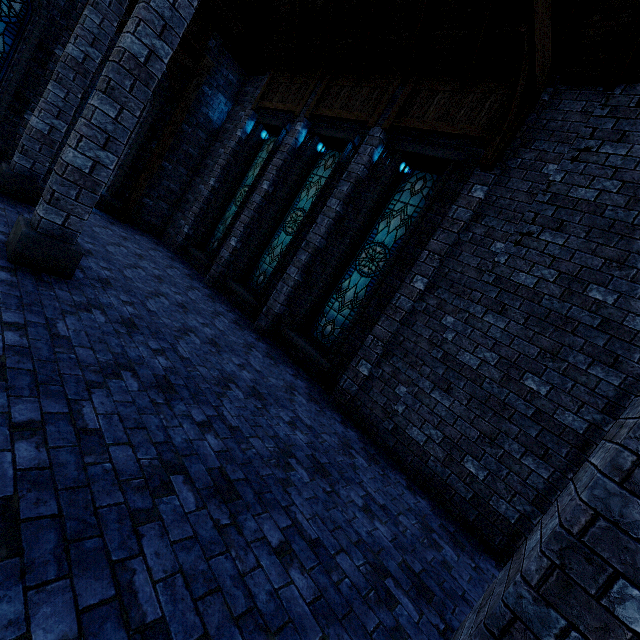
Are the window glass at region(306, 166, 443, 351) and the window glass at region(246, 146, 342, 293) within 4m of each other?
yes

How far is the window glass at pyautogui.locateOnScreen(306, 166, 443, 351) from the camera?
7.1m

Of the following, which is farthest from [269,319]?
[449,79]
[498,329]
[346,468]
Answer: [449,79]

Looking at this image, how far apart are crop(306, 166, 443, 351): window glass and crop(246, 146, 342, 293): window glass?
1.88m

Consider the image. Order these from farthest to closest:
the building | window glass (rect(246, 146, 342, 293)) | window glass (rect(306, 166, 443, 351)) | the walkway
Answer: the walkway, window glass (rect(246, 146, 342, 293)), window glass (rect(306, 166, 443, 351)), the building

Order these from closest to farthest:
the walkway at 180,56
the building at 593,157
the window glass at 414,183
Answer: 1. the building at 593,157
2. the window glass at 414,183
3. the walkway at 180,56

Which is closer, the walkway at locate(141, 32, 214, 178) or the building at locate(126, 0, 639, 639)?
the building at locate(126, 0, 639, 639)

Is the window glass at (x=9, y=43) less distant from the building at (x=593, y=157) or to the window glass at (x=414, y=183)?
the building at (x=593, y=157)
